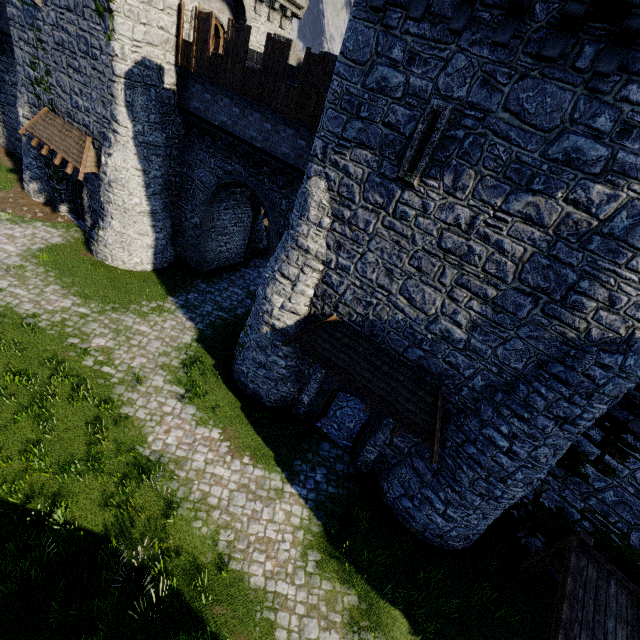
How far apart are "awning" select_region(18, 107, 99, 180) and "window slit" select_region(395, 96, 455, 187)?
15.5m

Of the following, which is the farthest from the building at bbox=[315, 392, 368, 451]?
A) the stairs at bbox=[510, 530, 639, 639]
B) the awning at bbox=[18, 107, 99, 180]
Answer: the stairs at bbox=[510, 530, 639, 639]

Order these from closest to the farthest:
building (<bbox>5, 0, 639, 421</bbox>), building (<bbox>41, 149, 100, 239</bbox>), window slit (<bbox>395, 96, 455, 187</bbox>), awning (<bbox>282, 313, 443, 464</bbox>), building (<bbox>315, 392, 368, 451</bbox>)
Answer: building (<bbox>5, 0, 639, 421</bbox>), window slit (<bbox>395, 96, 455, 187</bbox>), awning (<bbox>282, 313, 443, 464</bbox>), building (<bbox>315, 392, 368, 451</bbox>), building (<bbox>41, 149, 100, 239</bbox>)

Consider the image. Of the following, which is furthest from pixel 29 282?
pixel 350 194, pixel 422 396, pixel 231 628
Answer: pixel 422 396

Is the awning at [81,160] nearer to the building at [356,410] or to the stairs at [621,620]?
the building at [356,410]

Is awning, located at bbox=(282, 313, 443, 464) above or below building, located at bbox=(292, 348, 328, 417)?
above

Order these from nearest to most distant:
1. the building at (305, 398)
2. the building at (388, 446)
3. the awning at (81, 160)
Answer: the building at (388, 446) → the building at (305, 398) → the awning at (81, 160)

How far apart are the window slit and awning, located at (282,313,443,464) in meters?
4.6
